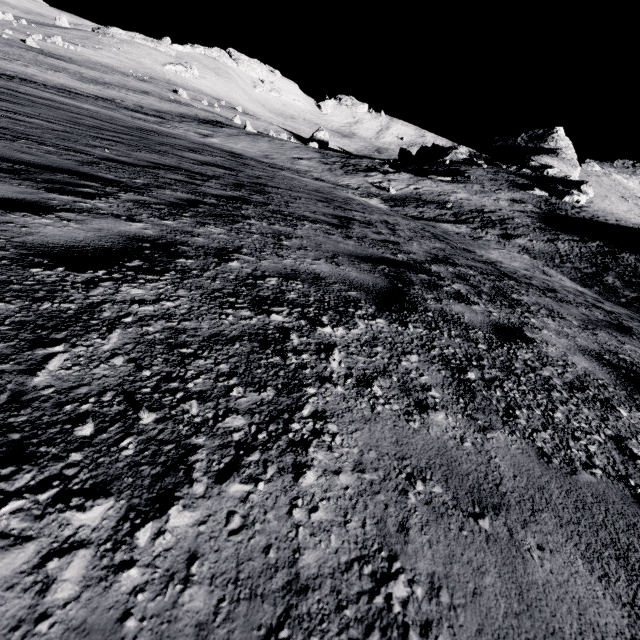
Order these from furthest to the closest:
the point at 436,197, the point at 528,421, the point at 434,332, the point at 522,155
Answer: the point at 522,155, the point at 436,197, the point at 434,332, the point at 528,421
